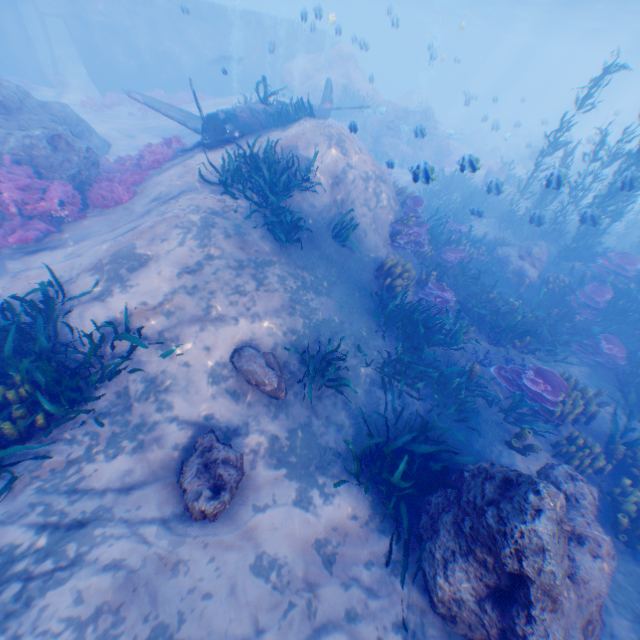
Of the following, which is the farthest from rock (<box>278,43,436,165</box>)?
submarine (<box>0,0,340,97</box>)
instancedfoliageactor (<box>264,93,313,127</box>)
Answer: instancedfoliageactor (<box>264,93,313,127</box>)

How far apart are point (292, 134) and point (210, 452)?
9.5m

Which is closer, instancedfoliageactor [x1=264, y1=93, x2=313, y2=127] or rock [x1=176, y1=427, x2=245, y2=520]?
rock [x1=176, y1=427, x2=245, y2=520]

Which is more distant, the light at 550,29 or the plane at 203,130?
the light at 550,29

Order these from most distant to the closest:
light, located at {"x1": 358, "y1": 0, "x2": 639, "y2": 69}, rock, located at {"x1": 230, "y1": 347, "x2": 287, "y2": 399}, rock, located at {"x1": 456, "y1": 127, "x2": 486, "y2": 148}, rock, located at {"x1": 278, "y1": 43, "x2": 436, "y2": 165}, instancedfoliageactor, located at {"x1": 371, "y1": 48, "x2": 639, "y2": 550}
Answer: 1. rock, located at {"x1": 456, "y1": 127, "x2": 486, "y2": 148}
2. light, located at {"x1": 358, "y1": 0, "x2": 639, "y2": 69}
3. rock, located at {"x1": 278, "y1": 43, "x2": 436, "y2": 165}
4. instancedfoliageactor, located at {"x1": 371, "y1": 48, "x2": 639, "y2": 550}
5. rock, located at {"x1": 230, "y1": 347, "x2": 287, "y2": 399}

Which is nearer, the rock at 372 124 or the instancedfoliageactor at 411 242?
the instancedfoliageactor at 411 242

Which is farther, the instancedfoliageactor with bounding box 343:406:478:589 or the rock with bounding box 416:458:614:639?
the instancedfoliageactor with bounding box 343:406:478:589

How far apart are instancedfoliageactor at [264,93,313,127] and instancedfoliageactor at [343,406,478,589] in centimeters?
1095cm
